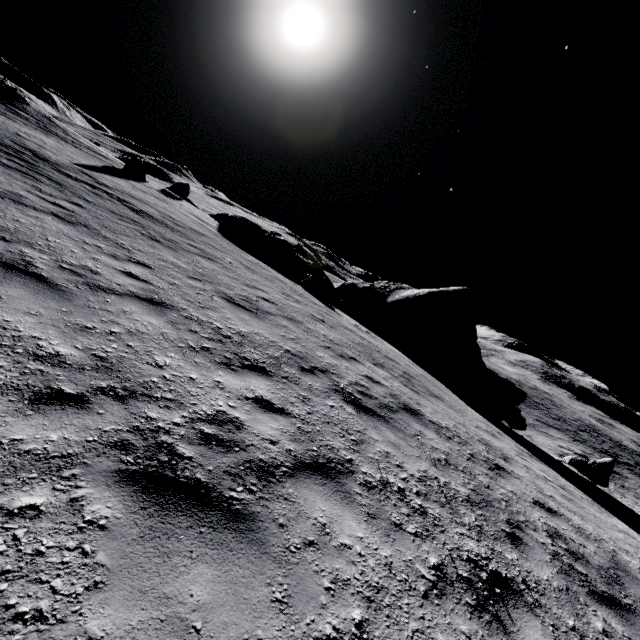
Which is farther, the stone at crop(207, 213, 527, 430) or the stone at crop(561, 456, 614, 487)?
the stone at crop(207, 213, 527, 430)

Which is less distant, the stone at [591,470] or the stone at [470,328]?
the stone at [591,470]

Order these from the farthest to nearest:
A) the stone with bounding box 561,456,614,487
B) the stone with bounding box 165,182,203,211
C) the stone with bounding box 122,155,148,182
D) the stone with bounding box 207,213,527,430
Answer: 1. the stone with bounding box 165,182,203,211
2. the stone with bounding box 122,155,148,182
3. the stone with bounding box 207,213,527,430
4. the stone with bounding box 561,456,614,487

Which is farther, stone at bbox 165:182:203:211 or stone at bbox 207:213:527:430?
stone at bbox 165:182:203:211

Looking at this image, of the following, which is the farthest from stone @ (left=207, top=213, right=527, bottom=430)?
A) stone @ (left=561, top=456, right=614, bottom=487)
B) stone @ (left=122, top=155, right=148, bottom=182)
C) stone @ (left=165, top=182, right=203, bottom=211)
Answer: stone @ (left=122, top=155, right=148, bottom=182)

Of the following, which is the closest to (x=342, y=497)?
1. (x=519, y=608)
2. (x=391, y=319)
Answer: (x=519, y=608)

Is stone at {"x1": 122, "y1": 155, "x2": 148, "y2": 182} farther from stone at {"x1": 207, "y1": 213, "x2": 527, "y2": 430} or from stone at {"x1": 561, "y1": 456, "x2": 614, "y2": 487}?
stone at {"x1": 561, "y1": 456, "x2": 614, "y2": 487}

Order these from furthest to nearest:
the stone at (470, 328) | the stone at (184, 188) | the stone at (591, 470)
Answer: the stone at (184, 188), the stone at (470, 328), the stone at (591, 470)
